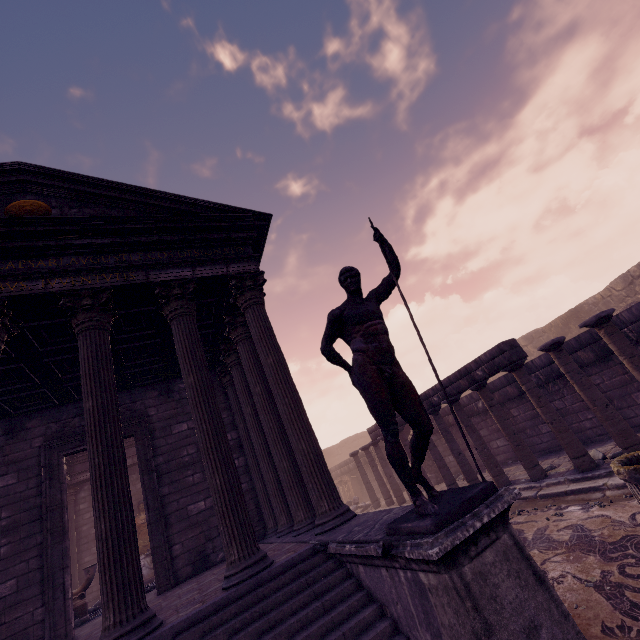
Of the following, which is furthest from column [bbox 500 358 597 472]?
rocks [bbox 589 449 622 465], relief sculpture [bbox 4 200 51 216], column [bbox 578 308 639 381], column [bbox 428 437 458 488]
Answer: relief sculpture [bbox 4 200 51 216]

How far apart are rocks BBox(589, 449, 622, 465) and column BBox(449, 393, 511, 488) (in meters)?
1.67

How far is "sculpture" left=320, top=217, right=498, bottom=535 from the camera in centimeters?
266cm

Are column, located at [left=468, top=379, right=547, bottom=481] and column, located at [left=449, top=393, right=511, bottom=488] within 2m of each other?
yes

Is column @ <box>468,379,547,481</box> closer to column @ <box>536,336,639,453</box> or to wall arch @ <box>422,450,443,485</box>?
column @ <box>536,336,639,453</box>

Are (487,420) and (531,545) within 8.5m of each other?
yes

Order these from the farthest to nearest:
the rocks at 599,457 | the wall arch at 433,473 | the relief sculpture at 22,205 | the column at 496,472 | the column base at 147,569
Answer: the wall arch at 433,473, the column base at 147,569, the column at 496,472, the rocks at 599,457, the relief sculpture at 22,205

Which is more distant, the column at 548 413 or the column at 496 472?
the column at 496 472
